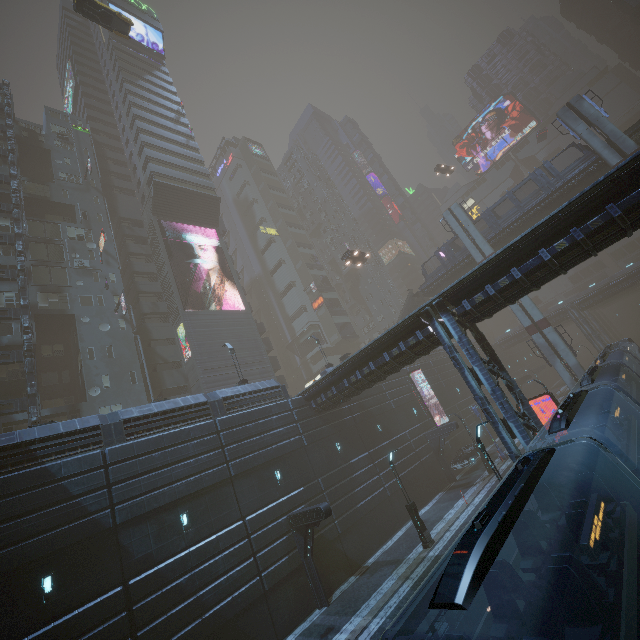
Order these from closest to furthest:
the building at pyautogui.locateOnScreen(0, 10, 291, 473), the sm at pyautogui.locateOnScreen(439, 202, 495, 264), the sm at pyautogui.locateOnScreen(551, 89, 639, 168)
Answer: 1. the building at pyautogui.locateOnScreen(0, 10, 291, 473)
2. the sm at pyautogui.locateOnScreen(551, 89, 639, 168)
3. the sm at pyautogui.locateOnScreen(439, 202, 495, 264)

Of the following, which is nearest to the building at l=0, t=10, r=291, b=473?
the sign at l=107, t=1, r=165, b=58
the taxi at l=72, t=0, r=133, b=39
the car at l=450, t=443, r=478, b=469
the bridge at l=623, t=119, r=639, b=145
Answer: the sign at l=107, t=1, r=165, b=58

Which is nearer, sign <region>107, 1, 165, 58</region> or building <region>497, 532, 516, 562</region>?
building <region>497, 532, 516, 562</region>

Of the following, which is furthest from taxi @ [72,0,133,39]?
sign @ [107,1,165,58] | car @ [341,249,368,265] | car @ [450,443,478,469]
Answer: car @ [450,443,478,469]

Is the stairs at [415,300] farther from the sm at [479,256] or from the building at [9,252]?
the sm at [479,256]

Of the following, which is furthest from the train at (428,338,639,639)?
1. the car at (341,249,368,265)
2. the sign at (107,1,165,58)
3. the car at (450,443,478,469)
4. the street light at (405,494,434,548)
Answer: the sign at (107,1,165,58)

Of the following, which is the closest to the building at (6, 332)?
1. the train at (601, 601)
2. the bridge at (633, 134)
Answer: the train at (601, 601)

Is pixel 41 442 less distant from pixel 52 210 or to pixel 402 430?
pixel 402 430
